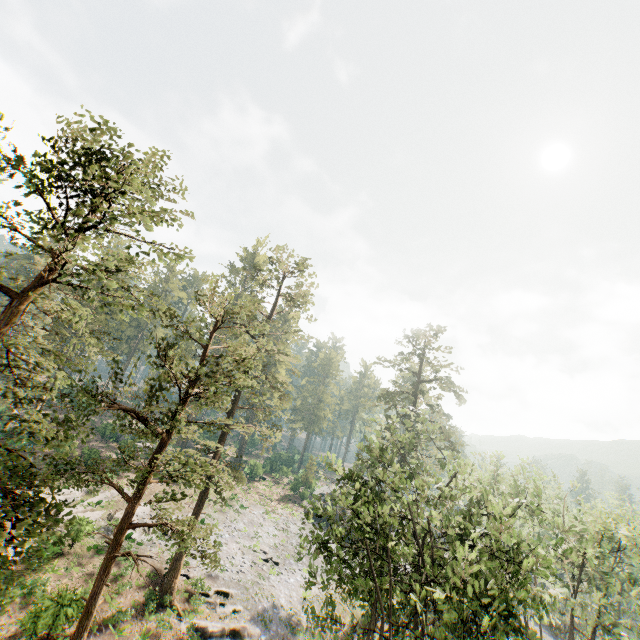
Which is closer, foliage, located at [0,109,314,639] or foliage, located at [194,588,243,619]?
foliage, located at [0,109,314,639]

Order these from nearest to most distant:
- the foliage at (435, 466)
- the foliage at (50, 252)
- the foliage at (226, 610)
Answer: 1. the foliage at (50, 252)
2. the foliage at (435, 466)
3. the foliage at (226, 610)

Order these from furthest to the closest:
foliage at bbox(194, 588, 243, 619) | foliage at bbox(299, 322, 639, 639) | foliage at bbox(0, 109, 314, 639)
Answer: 1. foliage at bbox(194, 588, 243, 619)
2. foliage at bbox(299, 322, 639, 639)
3. foliage at bbox(0, 109, 314, 639)

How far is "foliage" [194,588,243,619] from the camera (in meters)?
23.95

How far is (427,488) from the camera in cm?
1509

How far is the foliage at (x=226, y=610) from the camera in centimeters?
2395cm

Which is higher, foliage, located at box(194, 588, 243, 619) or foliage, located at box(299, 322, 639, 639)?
foliage, located at box(299, 322, 639, 639)
